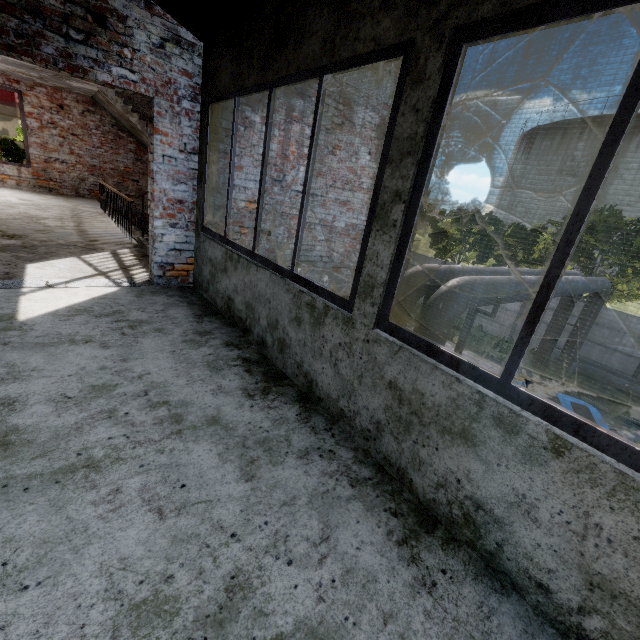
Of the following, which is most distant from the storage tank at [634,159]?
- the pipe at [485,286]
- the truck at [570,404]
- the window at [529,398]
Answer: the window at [529,398]

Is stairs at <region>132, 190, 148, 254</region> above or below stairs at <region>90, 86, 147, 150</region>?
below

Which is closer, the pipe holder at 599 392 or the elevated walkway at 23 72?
the elevated walkway at 23 72

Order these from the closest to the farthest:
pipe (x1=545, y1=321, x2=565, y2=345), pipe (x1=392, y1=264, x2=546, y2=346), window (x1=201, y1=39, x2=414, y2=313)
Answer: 1. window (x1=201, y1=39, x2=414, y2=313)
2. pipe (x1=392, y1=264, x2=546, y2=346)
3. pipe (x1=545, y1=321, x2=565, y2=345)

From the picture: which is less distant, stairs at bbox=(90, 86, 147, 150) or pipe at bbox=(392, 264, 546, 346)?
pipe at bbox=(392, 264, 546, 346)

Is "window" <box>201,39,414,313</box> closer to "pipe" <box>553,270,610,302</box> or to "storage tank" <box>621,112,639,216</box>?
"pipe" <box>553,270,610,302</box>

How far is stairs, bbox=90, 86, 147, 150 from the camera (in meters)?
9.22

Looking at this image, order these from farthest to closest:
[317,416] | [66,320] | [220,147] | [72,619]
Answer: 1. [220,147]
2. [66,320]
3. [317,416]
4. [72,619]
